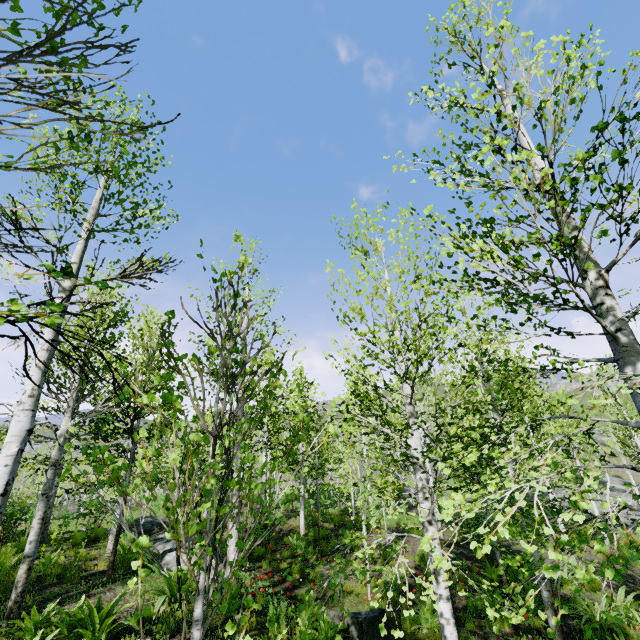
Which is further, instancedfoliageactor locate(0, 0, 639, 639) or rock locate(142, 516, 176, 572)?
rock locate(142, 516, 176, 572)

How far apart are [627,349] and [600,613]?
8.77m

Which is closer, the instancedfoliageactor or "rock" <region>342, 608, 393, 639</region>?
the instancedfoliageactor

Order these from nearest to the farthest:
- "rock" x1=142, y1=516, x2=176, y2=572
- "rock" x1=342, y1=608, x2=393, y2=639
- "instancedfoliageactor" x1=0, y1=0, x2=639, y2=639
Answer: "instancedfoliageactor" x1=0, y1=0, x2=639, y2=639 < "rock" x1=342, y1=608, x2=393, y2=639 < "rock" x1=142, y1=516, x2=176, y2=572

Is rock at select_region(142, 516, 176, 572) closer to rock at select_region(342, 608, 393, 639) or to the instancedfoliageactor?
the instancedfoliageactor

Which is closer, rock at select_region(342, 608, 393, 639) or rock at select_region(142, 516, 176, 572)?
rock at select_region(342, 608, 393, 639)

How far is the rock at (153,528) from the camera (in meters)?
8.44

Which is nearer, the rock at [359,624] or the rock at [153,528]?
the rock at [359,624]
